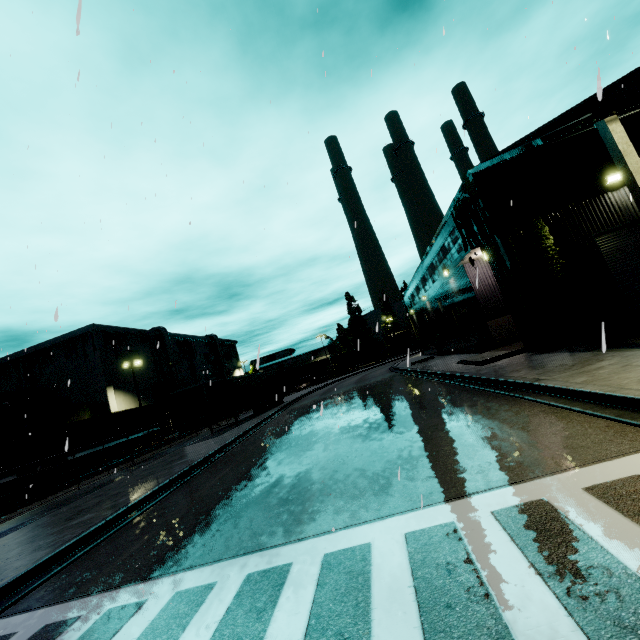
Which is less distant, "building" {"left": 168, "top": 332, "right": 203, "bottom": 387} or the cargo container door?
the cargo container door

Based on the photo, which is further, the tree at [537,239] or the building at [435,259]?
the tree at [537,239]

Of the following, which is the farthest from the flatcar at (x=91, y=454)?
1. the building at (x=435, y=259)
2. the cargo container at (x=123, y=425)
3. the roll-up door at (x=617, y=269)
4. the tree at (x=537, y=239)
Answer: the roll-up door at (x=617, y=269)

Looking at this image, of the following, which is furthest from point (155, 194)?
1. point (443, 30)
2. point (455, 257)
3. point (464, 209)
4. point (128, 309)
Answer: point (455, 257)

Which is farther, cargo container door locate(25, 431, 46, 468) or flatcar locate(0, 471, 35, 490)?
cargo container door locate(25, 431, 46, 468)

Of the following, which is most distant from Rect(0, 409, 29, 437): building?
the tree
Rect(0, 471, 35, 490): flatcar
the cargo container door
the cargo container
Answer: the cargo container door

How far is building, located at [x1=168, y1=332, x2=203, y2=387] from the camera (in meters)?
53.53

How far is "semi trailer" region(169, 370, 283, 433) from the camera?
21.3m
